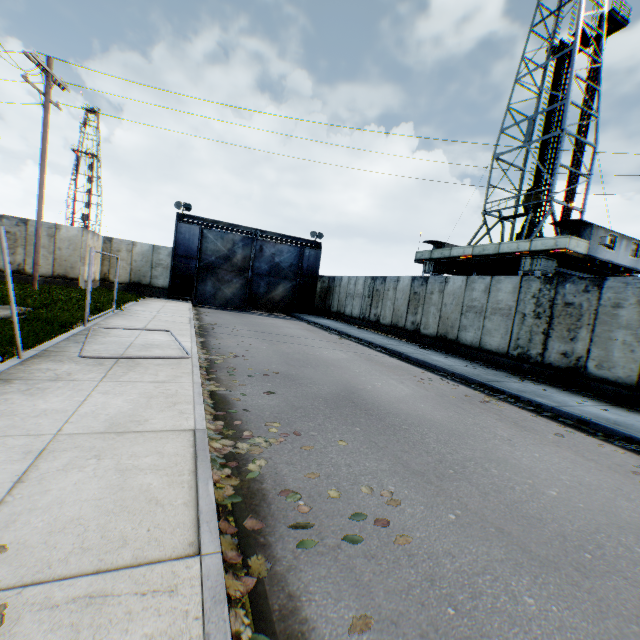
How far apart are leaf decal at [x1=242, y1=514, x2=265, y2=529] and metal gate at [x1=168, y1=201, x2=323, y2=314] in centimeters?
2240cm

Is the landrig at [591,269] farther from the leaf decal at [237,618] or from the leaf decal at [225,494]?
the leaf decal at [237,618]

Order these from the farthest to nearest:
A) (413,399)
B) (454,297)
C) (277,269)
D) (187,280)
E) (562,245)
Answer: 1. (277,269)
2. (187,280)
3. (562,245)
4. (454,297)
5. (413,399)

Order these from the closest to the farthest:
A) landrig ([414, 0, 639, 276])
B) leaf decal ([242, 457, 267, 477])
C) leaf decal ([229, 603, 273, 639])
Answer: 1. leaf decal ([229, 603, 273, 639])
2. leaf decal ([242, 457, 267, 477])
3. landrig ([414, 0, 639, 276])

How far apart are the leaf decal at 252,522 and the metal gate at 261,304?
22.4 meters

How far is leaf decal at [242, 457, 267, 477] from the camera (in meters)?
3.42

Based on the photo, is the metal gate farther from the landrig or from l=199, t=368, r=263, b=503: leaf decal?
l=199, t=368, r=263, b=503: leaf decal
